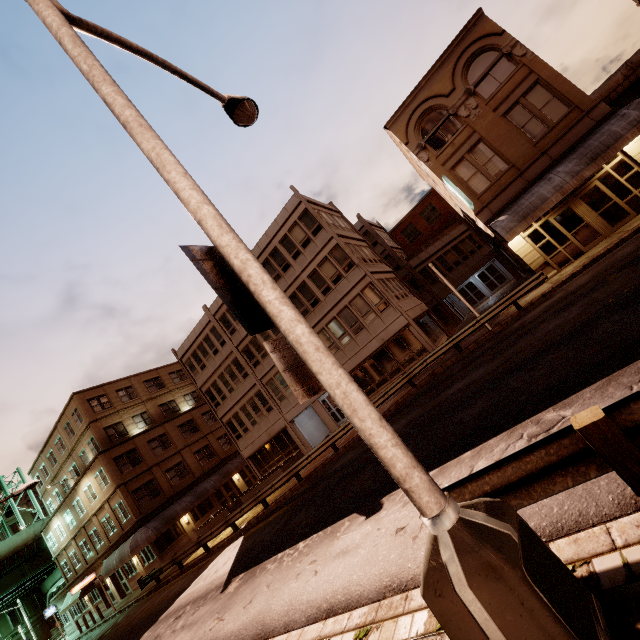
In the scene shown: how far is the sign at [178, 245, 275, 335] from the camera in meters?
2.9

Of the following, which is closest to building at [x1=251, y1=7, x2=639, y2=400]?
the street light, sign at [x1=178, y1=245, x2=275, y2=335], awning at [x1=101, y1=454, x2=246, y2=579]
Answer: awning at [x1=101, y1=454, x2=246, y2=579]

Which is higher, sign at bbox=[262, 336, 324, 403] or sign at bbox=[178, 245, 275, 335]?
sign at bbox=[178, 245, 275, 335]

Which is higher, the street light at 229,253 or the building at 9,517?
the building at 9,517

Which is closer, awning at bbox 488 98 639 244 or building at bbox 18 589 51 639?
awning at bbox 488 98 639 244

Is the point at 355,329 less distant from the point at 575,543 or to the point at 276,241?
the point at 276,241

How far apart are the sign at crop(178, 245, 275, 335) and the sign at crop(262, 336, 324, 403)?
0.09m

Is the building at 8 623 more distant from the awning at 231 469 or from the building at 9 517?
the awning at 231 469
